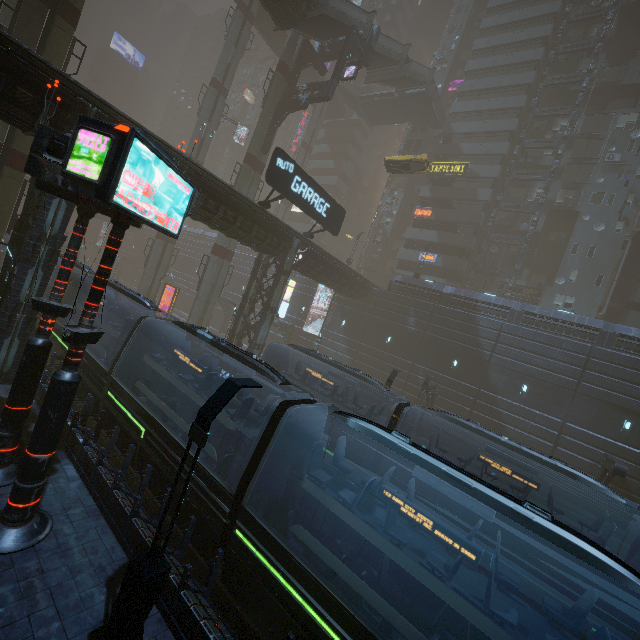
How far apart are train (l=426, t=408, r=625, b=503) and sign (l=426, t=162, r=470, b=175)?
37.42m

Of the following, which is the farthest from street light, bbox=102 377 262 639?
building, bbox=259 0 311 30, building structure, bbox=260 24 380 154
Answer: building structure, bbox=260 24 380 154

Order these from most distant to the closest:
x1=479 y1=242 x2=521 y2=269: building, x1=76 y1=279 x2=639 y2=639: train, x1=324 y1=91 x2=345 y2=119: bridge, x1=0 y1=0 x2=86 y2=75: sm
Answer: x1=324 y1=91 x2=345 y2=119: bridge
x1=479 y1=242 x2=521 y2=269: building
x1=0 y1=0 x2=86 y2=75: sm
x1=76 y1=279 x2=639 y2=639: train

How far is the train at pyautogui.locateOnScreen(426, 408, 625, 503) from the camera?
10.20m

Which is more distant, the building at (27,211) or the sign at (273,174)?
the sign at (273,174)

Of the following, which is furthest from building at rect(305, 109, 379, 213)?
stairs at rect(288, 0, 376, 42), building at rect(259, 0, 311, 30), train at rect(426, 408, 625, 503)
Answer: building at rect(259, 0, 311, 30)

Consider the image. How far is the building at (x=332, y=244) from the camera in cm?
5641

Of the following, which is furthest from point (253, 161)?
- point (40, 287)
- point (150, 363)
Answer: point (150, 363)
